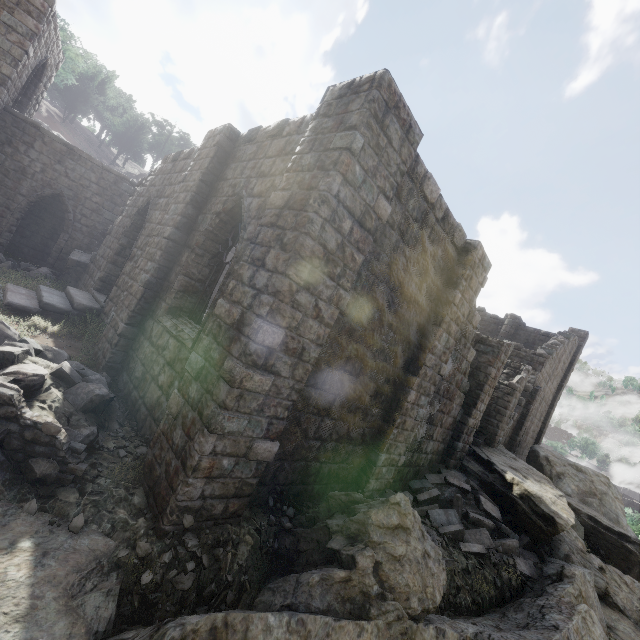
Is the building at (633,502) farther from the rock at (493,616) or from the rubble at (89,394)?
the rubble at (89,394)

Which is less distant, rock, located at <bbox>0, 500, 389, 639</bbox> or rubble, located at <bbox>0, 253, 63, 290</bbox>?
rock, located at <bbox>0, 500, 389, 639</bbox>

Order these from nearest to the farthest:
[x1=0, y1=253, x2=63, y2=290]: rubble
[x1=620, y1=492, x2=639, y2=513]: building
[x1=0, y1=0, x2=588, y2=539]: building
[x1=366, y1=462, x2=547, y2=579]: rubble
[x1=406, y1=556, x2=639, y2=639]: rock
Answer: [x1=0, y1=0, x2=588, y2=539]: building < [x1=406, y1=556, x2=639, y2=639]: rock < [x1=366, y1=462, x2=547, y2=579]: rubble < [x1=0, y1=253, x2=63, y2=290]: rubble < [x1=620, y1=492, x2=639, y2=513]: building

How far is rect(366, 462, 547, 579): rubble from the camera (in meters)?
8.34

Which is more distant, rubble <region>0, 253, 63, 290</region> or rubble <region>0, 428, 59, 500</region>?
rubble <region>0, 253, 63, 290</region>

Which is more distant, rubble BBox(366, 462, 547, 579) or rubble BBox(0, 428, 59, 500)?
rubble BBox(366, 462, 547, 579)

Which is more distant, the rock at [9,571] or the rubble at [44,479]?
the rubble at [44,479]

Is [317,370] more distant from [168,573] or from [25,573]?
[25,573]
